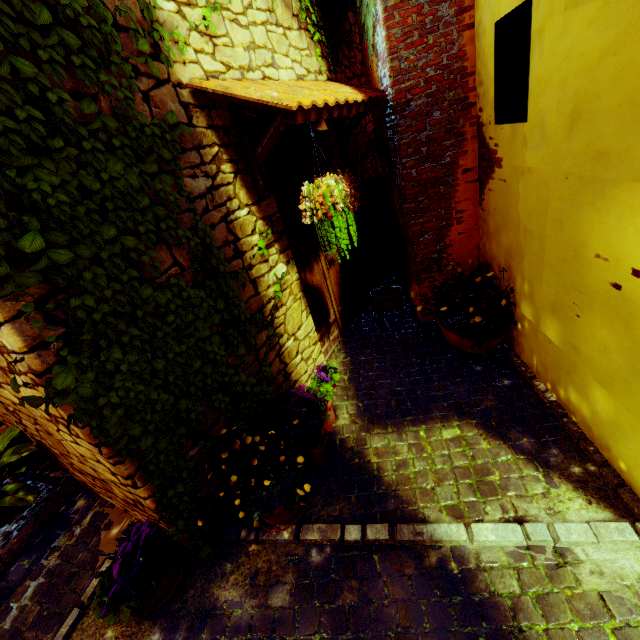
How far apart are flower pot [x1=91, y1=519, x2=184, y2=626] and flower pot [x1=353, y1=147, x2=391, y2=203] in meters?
3.9

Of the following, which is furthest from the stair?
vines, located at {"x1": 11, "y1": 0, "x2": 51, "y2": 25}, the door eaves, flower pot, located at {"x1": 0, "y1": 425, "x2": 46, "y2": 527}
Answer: the door eaves

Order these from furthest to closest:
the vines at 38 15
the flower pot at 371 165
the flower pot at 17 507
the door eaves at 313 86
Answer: the flower pot at 371 165, the flower pot at 17 507, the door eaves at 313 86, the vines at 38 15

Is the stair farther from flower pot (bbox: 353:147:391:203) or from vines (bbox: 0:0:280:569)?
flower pot (bbox: 353:147:391:203)

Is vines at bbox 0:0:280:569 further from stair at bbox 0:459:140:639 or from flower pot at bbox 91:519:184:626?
stair at bbox 0:459:140:639

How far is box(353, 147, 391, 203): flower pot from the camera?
3.7 meters

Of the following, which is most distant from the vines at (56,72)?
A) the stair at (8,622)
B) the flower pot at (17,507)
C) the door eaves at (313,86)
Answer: the flower pot at (17,507)

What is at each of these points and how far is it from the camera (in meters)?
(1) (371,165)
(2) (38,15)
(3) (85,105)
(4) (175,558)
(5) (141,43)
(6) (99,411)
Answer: (1) flower pot, 3.73
(2) vines, 1.37
(3) vines, 1.55
(4) flower pot, 2.28
(5) vines, 1.77
(6) vines, 1.61
